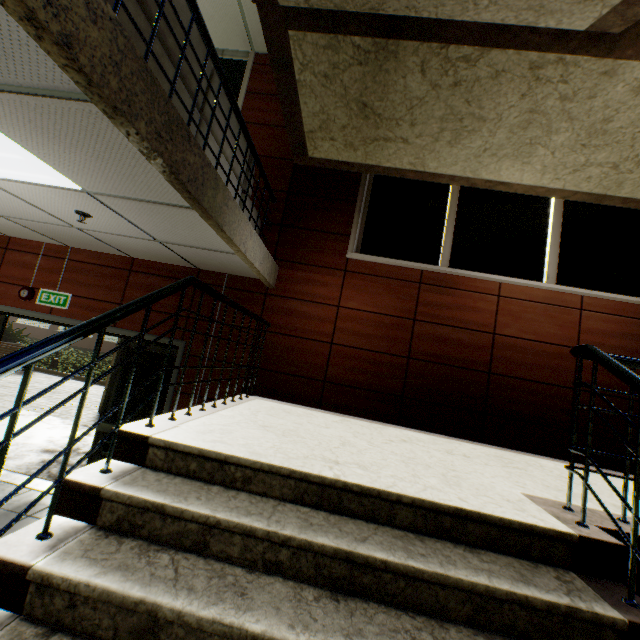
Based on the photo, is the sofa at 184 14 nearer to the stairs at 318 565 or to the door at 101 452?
the stairs at 318 565

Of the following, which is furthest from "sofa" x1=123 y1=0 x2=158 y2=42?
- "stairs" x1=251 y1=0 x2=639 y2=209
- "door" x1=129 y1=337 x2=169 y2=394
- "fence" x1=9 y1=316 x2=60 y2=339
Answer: "fence" x1=9 y1=316 x2=60 y2=339

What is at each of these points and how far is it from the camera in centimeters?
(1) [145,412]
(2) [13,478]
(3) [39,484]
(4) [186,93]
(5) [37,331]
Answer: (1) door, 451cm
(2) door, 437cm
(3) door, 434cm
(4) sofa, 232cm
(5) fence, 3044cm

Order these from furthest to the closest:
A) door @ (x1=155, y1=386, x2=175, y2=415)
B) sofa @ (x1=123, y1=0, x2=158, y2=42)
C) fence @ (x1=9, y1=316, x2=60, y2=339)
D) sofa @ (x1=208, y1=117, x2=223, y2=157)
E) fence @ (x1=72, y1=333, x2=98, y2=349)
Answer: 1. fence @ (x1=9, y1=316, x2=60, y2=339)
2. fence @ (x1=72, y1=333, x2=98, y2=349)
3. door @ (x1=155, y1=386, x2=175, y2=415)
4. sofa @ (x1=208, y1=117, x2=223, y2=157)
5. sofa @ (x1=123, y1=0, x2=158, y2=42)

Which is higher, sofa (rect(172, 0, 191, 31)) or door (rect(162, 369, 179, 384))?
sofa (rect(172, 0, 191, 31))

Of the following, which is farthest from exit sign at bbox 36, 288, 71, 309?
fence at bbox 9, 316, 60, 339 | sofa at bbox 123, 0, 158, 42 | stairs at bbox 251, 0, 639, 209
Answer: fence at bbox 9, 316, 60, 339

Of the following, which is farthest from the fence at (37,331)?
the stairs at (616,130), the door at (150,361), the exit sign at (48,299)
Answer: the stairs at (616,130)

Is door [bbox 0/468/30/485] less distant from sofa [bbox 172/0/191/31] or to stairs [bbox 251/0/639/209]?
stairs [bbox 251/0/639/209]
